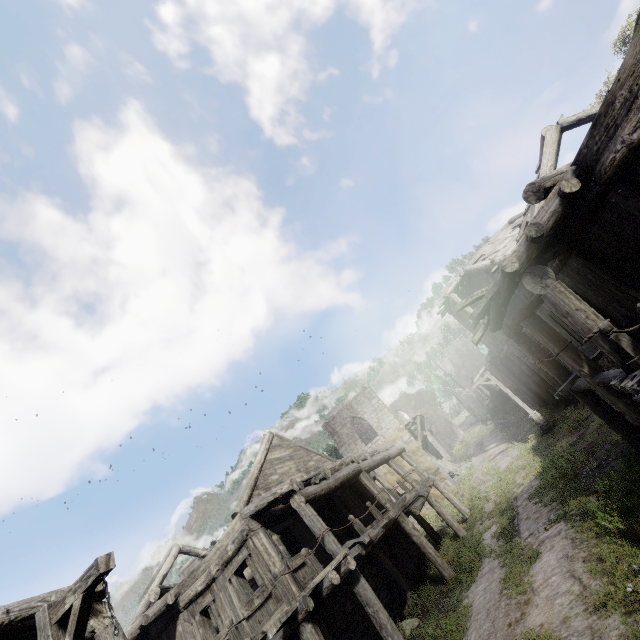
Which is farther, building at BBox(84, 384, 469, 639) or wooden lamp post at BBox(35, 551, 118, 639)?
building at BBox(84, 384, 469, 639)

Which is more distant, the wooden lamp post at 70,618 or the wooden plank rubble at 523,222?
the wooden plank rubble at 523,222

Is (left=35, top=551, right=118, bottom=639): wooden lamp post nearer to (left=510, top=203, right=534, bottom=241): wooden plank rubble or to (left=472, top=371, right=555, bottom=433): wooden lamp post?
(left=510, top=203, right=534, bottom=241): wooden plank rubble

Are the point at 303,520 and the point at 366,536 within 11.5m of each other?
yes

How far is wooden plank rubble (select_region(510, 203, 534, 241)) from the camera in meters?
12.6

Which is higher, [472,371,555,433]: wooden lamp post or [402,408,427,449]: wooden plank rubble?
[402,408,427,449]: wooden plank rubble

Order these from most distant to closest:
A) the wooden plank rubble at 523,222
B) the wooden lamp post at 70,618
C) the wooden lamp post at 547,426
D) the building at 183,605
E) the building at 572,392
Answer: the wooden lamp post at 547,426 < the wooden plank rubble at 523,222 < the building at 183,605 < the building at 572,392 < the wooden lamp post at 70,618

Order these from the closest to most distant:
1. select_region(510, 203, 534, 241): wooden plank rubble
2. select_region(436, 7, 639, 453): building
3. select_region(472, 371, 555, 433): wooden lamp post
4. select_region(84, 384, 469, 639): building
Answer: select_region(436, 7, 639, 453): building < select_region(84, 384, 469, 639): building < select_region(510, 203, 534, 241): wooden plank rubble < select_region(472, 371, 555, 433): wooden lamp post
